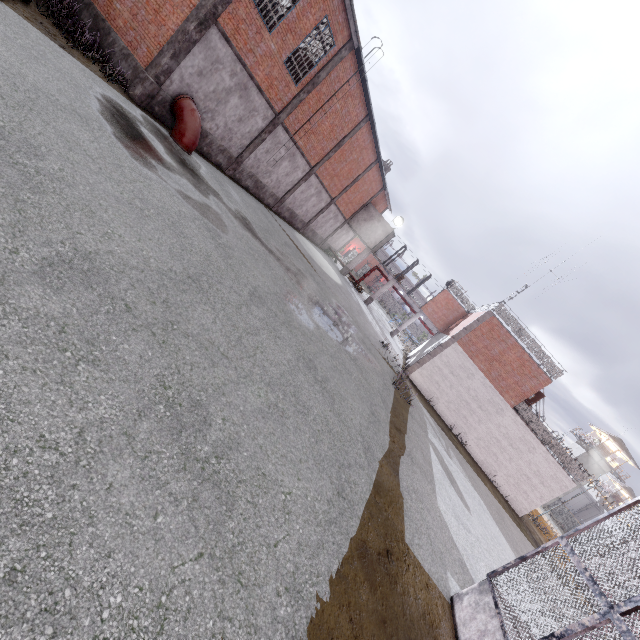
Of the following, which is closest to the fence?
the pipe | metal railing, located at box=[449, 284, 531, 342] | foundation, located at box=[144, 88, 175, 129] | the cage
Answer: the cage

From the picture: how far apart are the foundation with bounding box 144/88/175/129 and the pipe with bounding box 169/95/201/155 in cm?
5

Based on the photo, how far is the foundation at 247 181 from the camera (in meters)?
18.19

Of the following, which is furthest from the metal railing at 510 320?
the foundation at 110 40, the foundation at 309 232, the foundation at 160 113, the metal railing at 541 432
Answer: the foundation at 110 40

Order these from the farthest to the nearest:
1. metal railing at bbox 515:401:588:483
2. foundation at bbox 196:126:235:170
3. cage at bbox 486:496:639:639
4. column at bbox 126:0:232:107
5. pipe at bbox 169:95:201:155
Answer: metal railing at bbox 515:401:588:483, foundation at bbox 196:126:235:170, pipe at bbox 169:95:201:155, column at bbox 126:0:232:107, cage at bbox 486:496:639:639

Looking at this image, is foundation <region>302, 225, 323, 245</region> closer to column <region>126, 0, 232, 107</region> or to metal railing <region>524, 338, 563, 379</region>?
metal railing <region>524, 338, 563, 379</region>

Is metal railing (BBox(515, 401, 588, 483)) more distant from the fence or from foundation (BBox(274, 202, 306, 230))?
foundation (BBox(274, 202, 306, 230))

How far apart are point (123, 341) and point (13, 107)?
4.7m
